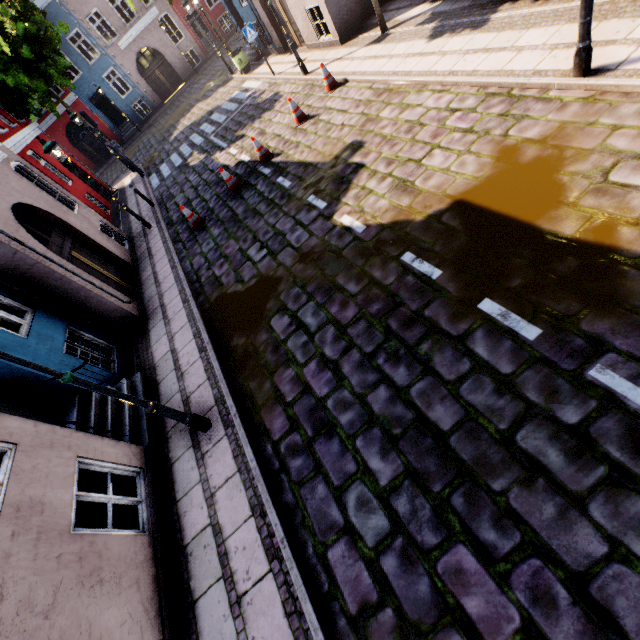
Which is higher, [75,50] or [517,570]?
[75,50]

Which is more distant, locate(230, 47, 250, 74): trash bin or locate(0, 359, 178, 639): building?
locate(230, 47, 250, 74): trash bin

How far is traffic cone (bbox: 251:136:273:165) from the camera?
9.76m

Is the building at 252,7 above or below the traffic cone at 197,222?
above

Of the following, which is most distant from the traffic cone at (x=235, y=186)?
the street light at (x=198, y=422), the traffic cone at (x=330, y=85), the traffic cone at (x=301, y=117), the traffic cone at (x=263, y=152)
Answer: the street light at (x=198, y=422)

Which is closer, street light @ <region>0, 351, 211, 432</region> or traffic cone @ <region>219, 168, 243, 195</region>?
street light @ <region>0, 351, 211, 432</region>

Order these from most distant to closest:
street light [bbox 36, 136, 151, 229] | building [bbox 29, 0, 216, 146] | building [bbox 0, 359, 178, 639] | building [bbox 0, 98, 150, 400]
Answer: building [bbox 29, 0, 216, 146] < street light [bbox 36, 136, 151, 229] < building [bbox 0, 98, 150, 400] < building [bbox 0, 359, 178, 639]

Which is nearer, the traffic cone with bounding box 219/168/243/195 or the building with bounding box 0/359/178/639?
the building with bounding box 0/359/178/639
